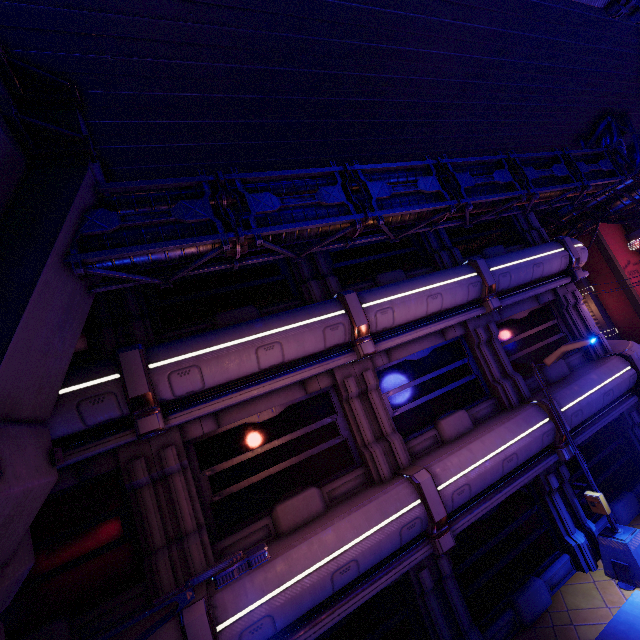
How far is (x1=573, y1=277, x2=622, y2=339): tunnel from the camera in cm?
2628

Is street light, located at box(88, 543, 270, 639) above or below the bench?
Result: above

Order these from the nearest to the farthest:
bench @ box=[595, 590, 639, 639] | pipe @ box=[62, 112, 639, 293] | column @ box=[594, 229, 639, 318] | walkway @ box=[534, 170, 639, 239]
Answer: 1. pipe @ box=[62, 112, 639, 293]
2. bench @ box=[595, 590, 639, 639]
3. walkway @ box=[534, 170, 639, 239]
4. column @ box=[594, 229, 639, 318]

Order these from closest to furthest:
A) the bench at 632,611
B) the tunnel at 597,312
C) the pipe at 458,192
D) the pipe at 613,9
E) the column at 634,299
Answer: the pipe at 613,9, the pipe at 458,192, the bench at 632,611, the column at 634,299, the tunnel at 597,312

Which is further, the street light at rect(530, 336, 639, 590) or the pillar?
the street light at rect(530, 336, 639, 590)

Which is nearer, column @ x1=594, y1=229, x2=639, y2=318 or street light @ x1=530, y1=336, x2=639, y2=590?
street light @ x1=530, y1=336, x2=639, y2=590

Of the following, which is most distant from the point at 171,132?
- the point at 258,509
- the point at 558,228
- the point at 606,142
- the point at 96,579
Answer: the point at 558,228

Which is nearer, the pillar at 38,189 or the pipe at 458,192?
the pillar at 38,189
